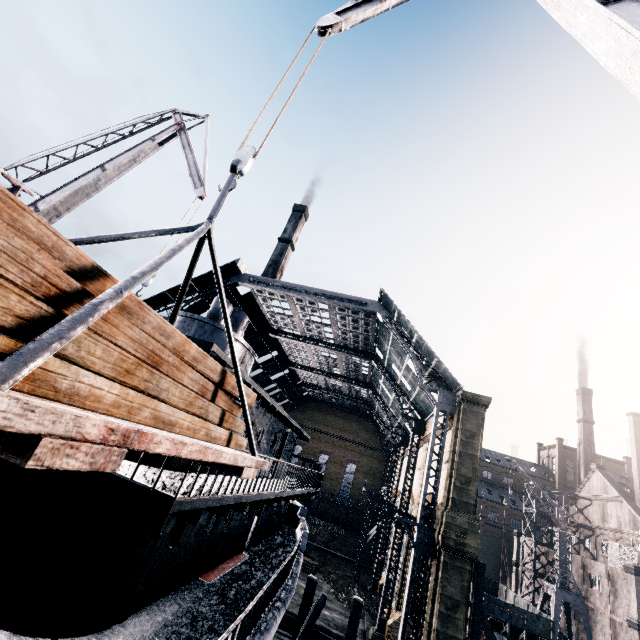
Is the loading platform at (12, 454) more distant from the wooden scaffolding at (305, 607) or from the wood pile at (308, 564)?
the wood pile at (308, 564)

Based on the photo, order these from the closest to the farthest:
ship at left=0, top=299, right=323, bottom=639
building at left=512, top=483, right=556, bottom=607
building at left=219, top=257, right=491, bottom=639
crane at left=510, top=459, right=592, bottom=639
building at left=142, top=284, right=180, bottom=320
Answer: ship at left=0, top=299, right=323, bottom=639, building at left=219, top=257, right=491, bottom=639, building at left=142, top=284, right=180, bottom=320, crane at left=510, top=459, right=592, bottom=639, building at left=512, top=483, right=556, bottom=607

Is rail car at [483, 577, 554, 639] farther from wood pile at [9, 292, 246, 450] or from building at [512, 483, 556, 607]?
wood pile at [9, 292, 246, 450]

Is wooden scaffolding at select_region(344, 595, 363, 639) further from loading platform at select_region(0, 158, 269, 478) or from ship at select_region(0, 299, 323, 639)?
loading platform at select_region(0, 158, 269, 478)

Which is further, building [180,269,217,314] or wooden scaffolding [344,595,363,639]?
building [180,269,217,314]

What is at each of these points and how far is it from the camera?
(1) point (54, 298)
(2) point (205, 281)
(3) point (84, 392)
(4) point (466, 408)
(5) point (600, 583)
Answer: (1) wood pile, 2.58m
(2) building, 29.83m
(3) wood pile, 2.59m
(4) building, 22.25m
(5) building, 36.88m

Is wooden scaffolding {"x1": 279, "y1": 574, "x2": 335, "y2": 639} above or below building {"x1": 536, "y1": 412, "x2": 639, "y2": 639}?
below

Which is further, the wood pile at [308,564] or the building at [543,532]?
the building at [543,532]
